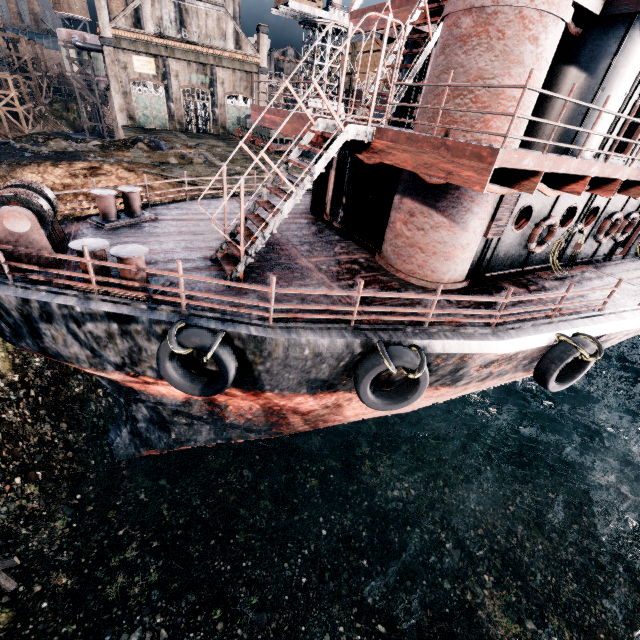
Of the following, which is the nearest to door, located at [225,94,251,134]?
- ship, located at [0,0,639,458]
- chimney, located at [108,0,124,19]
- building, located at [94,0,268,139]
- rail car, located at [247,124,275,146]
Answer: building, located at [94,0,268,139]

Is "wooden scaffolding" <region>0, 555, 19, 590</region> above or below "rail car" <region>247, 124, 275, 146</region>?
below

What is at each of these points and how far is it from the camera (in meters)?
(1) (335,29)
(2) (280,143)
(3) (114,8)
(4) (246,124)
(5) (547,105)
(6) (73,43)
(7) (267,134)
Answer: (1) crane, 43.19
(2) rail car, 37.41
(3) chimney, 55.00
(4) rail car, 41.34
(5) ship, 8.73
(6) silo, 40.84
(7) rail car, 36.22

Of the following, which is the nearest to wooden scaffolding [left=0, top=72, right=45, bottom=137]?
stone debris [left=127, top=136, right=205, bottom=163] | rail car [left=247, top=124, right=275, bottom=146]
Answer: rail car [left=247, top=124, right=275, bottom=146]

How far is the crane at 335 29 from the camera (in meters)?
41.87

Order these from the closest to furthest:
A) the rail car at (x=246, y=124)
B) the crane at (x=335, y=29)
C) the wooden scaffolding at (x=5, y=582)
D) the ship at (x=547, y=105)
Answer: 1. the ship at (x=547, y=105)
2. the wooden scaffolding at (x=5, y=582)
3. the rail car at (x=246, y=124)
4. the crane at (x=335, y=29)

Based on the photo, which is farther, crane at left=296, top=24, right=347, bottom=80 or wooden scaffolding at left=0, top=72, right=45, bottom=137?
wooden scaffolding at left=0, top=72, right=45, bottom=137

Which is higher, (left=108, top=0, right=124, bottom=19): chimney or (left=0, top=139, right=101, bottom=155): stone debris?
(left=108, top=0, right=124, bottom=19): chimney
